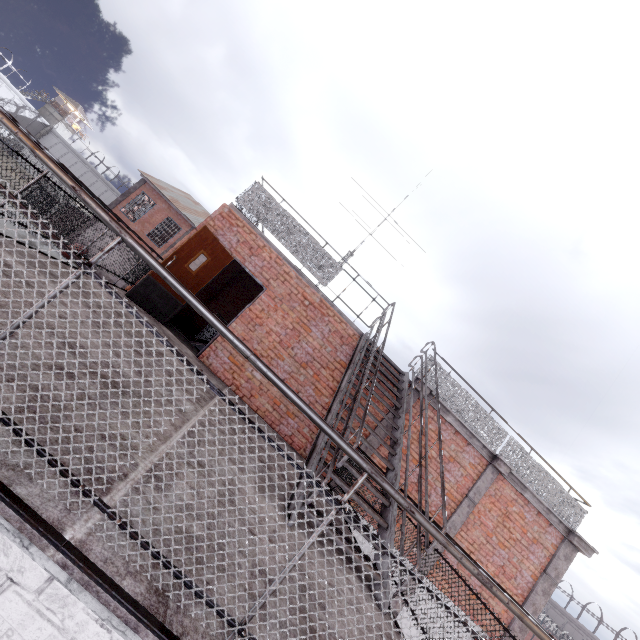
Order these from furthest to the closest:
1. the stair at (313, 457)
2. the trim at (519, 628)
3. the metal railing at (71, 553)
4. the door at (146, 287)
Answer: the trim at (519, 628), the door at (146, 287), the stair at (313, 457), the metal railing at (71, 553)

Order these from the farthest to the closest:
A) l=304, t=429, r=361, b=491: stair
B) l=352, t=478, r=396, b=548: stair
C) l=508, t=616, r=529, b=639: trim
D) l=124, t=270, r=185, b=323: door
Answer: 1. l=508, t=616, r=529, b=639: trim
2. l=124, t=270, r=185, b=323: door
3. l=352, t=478, r=396, b=548: stair
4. l=304, t=429, r=361, b=491: stair

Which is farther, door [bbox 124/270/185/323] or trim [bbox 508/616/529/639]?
trim [bbox 508/616/529/639]

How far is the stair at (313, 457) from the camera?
3.4 meters

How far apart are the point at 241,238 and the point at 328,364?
3.6 meters

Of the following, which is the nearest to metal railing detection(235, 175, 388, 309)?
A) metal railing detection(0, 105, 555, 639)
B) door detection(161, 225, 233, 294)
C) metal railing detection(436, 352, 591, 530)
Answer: door detection(161, 225, 233, 294)

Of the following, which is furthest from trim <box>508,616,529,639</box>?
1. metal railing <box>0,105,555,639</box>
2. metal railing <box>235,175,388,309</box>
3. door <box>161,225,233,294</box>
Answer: door <box>161,225,233,294</box>

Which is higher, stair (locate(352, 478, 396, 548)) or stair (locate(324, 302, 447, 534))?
stair (locate(324, 302, 447, 534))
